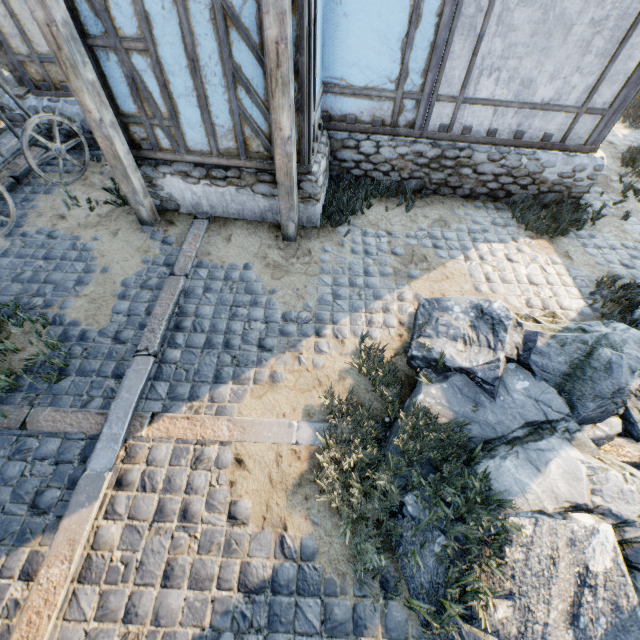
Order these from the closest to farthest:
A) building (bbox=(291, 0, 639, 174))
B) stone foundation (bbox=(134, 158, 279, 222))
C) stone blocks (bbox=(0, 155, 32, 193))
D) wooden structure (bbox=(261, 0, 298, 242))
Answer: wooden structure (bbox=(261, 0, 298, 242)), building (bbox=(291, 0, 639, 174)), stone foundation (bbox=(134, 158, 279, 222)), stone blocks (bbox=(0, 155, 32, 193))

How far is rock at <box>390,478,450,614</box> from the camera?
2.9 meters

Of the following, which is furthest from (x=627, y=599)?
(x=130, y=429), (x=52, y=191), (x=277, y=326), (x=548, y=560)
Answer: (x=52, y=191)

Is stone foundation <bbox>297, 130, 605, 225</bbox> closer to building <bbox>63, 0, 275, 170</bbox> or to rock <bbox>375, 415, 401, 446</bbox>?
building <bbox>63, 0, 275, 170</bbox>

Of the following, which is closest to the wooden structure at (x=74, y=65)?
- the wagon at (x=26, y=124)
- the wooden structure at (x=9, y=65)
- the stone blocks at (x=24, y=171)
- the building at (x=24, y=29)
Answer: the building at (x=24, y=29)

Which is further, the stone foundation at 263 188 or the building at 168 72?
the stone foundation at 263 188

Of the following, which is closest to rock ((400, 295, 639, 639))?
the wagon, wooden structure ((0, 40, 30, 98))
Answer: the wagon

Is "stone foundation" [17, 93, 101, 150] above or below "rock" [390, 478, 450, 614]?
above
